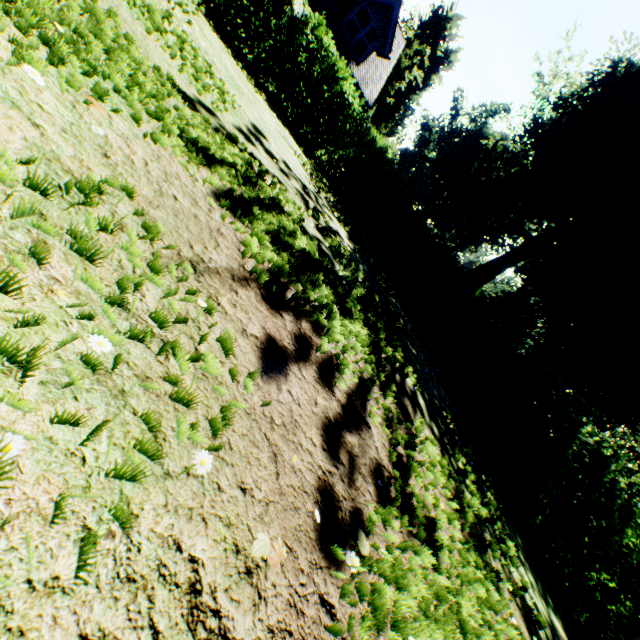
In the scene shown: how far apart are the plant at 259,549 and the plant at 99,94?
2.56m

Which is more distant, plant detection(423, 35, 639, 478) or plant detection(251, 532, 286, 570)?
plant detection(423, 35, 639, 478)

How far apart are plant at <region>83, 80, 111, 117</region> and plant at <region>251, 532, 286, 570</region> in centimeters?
256cm

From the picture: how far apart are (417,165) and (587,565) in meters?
63.4

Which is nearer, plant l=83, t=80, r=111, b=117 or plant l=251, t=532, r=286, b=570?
plant l=251, t=532, r=286, b=570

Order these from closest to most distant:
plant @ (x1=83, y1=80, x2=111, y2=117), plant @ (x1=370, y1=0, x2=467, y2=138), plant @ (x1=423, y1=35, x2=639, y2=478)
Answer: plant @ (x1=83, y1=80, x2=111, y2=117) → plant @ (x1=423, y1=35, x2=639, y2=478) → plant @ (x1=370, y1=0, x2=467, y2=138)

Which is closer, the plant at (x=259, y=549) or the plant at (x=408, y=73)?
the plant at (x=259, y=549)

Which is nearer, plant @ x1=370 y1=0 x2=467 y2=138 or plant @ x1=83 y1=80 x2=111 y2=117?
plant @ x1=83 y1=80 x2=111 y2=117
